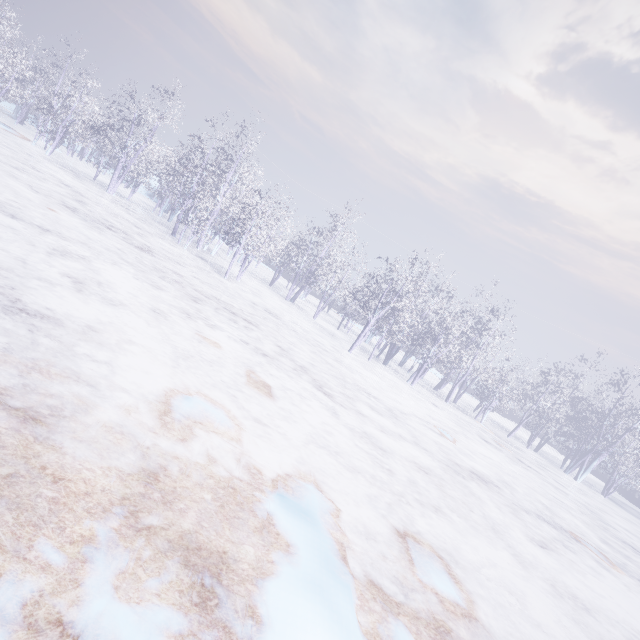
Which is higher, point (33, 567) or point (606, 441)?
point (606, 441)
